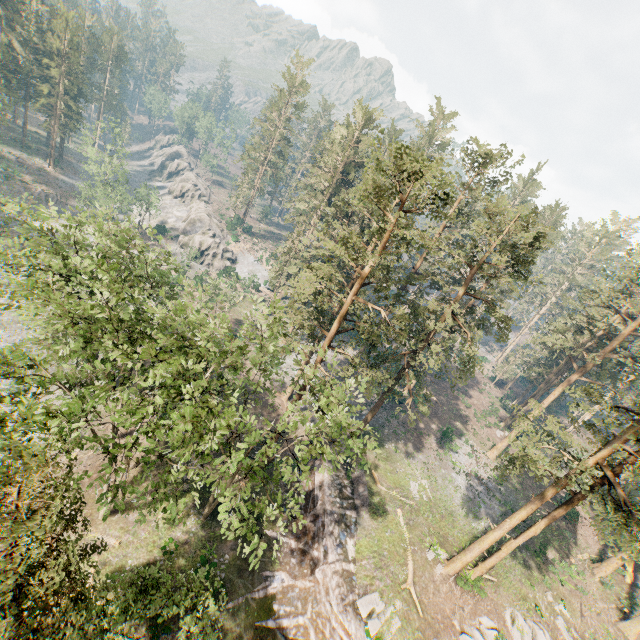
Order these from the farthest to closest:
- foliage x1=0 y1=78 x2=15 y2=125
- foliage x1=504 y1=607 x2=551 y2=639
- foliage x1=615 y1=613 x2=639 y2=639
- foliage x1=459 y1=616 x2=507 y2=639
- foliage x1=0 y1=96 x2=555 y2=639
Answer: foliage x1=0 y1=78 x2=15 y2=125 → foliage x1=615 y1=613 x2=639 y2=639 → foliage x1=504 y1=607 x2=551 y2=639 → foliage x1=459 y1=616 x2=507 y2=639 → foliage x1=0 y1=96 x2=555 y2=639

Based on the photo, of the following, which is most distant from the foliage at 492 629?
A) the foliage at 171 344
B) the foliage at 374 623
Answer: the foliage at 374 623

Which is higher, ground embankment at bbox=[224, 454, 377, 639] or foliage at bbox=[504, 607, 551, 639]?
foliage at bbox=[504, 607, 551, 639]

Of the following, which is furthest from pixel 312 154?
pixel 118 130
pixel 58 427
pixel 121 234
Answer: pixel 58 427

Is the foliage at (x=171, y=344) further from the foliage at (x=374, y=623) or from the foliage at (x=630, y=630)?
the foliage at (x=374, y=623)

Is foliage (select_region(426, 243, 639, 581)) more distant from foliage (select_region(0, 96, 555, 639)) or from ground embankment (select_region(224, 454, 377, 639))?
foliage (select_region(0, 96, 555, 639))

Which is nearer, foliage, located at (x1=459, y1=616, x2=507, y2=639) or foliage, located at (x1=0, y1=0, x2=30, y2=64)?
foliage, located at (x1=459, y1=616, x2=507, y2=639)

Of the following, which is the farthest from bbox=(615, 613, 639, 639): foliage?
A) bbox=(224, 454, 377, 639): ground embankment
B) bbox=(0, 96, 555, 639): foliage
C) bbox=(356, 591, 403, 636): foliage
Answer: bbox=(356, 591, 403, 636): foliage
